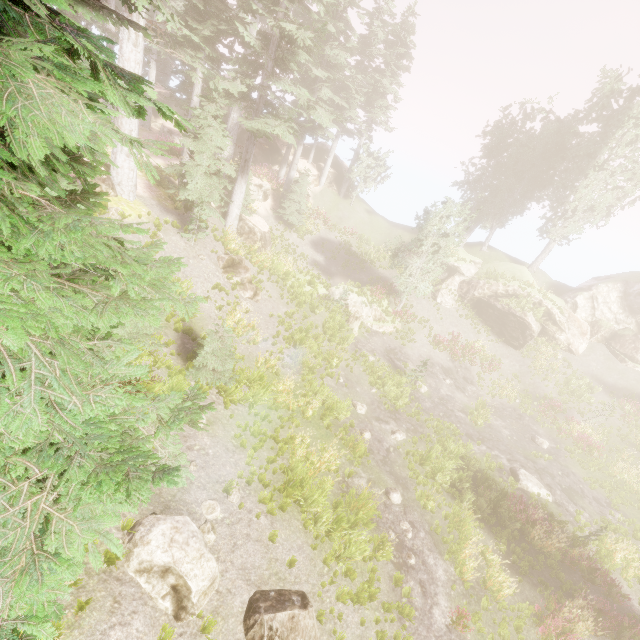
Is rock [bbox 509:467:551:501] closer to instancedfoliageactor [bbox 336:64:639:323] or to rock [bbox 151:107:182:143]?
instancedfoliageactor [bbox 336:64:639:323]

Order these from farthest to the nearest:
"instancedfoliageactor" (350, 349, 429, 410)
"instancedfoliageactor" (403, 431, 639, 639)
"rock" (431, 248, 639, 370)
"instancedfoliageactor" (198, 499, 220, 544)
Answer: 1. "rock" (431, 248, 639, 370)
2. "instancedfoliageactor" (350, 349, 429, 410)
3. "instancedfoliageactor" (403, 431, 639, 639)
4. "instancedfoliageactor" (198, 499, 220, 544)

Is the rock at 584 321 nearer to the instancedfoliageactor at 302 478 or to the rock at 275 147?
the instancedfoliageactor at 302 478

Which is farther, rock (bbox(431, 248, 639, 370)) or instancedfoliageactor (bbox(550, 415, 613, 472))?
rock (bbox(431, 248, 639, 370))

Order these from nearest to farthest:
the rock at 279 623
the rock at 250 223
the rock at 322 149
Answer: the rock at 279 623
the rock at 250 223
the rock at 322 149

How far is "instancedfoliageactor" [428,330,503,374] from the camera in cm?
2627

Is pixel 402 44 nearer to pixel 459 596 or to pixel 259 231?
pixel 259 231

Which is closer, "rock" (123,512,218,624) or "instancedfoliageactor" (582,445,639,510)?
"rock" (123,512,218,624)
